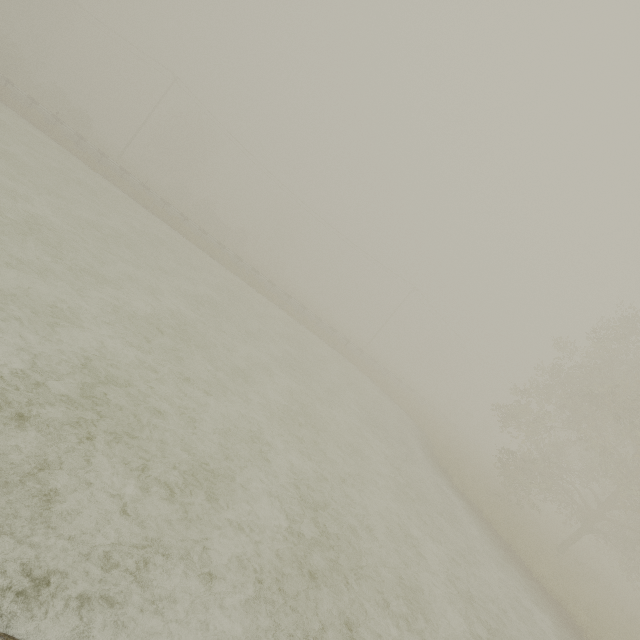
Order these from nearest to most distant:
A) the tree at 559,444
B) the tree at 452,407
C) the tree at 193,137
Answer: the tree at 559,444, the tree at 193,137, the tree at 452,407

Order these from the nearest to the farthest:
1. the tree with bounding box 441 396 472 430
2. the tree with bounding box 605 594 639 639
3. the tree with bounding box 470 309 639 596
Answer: the tree with bounding box 605 594 639 639 → the tree with bounding box 470 309 639 596 → the tree with bounding box 441 396 472 430

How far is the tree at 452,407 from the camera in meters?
54.6 m

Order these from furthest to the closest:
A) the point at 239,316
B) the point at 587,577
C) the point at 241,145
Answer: the point at 241,145 → the point at 239,316 → the point at 587,577

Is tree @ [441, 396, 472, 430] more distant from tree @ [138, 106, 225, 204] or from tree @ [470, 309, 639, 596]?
tree @ [138, 106, 225, 204]

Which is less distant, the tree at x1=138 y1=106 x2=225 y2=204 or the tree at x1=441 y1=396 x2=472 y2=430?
the tree at x1=138 y1=106 x2=225 y2=204

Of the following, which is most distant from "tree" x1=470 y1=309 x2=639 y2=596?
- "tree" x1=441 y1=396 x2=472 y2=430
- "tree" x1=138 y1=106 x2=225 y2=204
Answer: "tree" x1=138 y1=106 x2=225 y2=204

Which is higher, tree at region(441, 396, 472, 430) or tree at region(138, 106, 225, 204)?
tree at region(138, 106, 225, 204)
